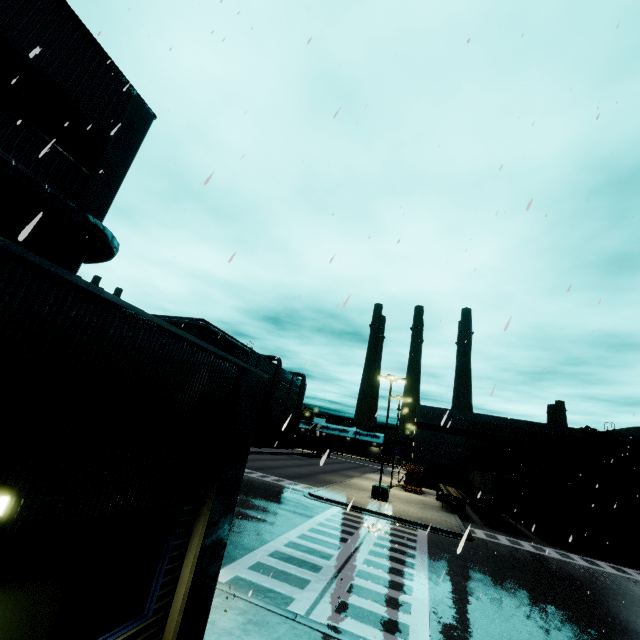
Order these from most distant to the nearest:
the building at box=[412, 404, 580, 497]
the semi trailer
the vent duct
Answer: the building at box=[412, 404, 580, 497]
the semi trailer
the vent duct

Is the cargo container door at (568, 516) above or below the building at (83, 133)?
below

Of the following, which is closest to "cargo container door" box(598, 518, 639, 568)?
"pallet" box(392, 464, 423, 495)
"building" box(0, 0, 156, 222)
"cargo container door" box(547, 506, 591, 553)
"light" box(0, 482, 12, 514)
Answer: "cargo container door" box(547, 506, 591, 553)

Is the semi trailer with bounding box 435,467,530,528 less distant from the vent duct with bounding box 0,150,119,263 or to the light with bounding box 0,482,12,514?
the vent duct with bounding box 0,150,119,263

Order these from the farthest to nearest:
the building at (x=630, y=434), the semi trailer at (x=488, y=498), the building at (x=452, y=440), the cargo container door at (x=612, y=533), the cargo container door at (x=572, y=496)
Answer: the building at (x=452, y=440)
the building at (x=630, y=434)
the semi trailer at (x=488, y=498)
the cargo container door at (x=572, y=496)
the cargo container door at (x=612, y=533)

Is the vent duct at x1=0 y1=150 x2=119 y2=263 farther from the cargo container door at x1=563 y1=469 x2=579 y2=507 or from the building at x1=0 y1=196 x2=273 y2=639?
the cargo container door at x1=563 y1=469 x2=579 y2=507

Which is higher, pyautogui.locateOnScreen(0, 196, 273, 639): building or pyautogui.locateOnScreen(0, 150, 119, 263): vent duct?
pyautogui.locateOnScreen(0, 150, 119, 263): vent duct

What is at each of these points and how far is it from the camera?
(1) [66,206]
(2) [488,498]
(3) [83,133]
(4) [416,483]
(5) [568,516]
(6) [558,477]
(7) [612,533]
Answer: (1) vent duct, 9.5m
(2) semi trailer, 26.5m
(3) building, 11.1m
(4) pallet, 36.6m
(5) cargo container door, 23.2m
(6) cargo container, 24.7m
(7) cargo container door, 21.4m
